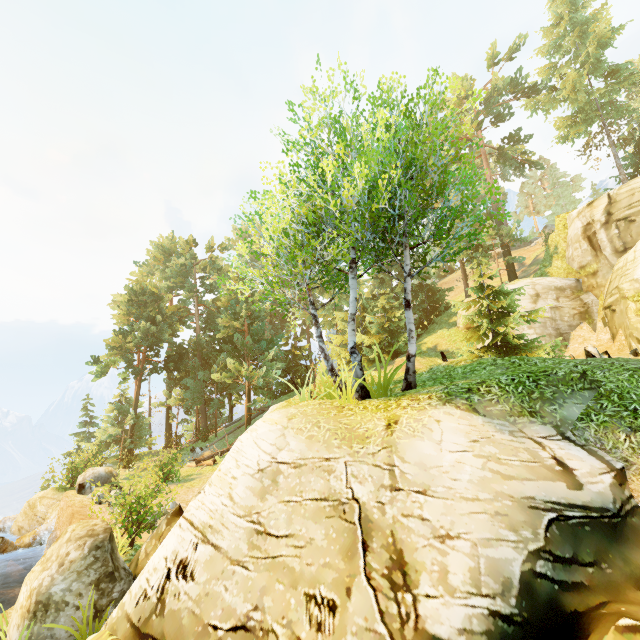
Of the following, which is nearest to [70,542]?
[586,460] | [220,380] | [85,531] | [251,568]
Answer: [85,531]

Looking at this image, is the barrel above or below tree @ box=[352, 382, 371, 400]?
below

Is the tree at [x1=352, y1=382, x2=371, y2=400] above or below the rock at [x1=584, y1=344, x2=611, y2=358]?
below

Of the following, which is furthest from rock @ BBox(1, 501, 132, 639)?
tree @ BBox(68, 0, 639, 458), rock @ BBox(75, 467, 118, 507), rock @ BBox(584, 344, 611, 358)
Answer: rock @ BBox(584, 344, 611, 358)

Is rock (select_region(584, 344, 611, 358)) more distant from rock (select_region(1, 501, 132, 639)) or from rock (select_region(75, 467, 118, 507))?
rock (select_region(75, 467, 118, 507))

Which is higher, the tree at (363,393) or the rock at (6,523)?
the tree at (363,393)

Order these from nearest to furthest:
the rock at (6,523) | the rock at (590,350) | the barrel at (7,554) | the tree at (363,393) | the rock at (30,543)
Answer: the rock at (30,543) → the tree at (363,393) → the rock at (590,350) → the barrel at (7,554) → the rock at (6,523)
